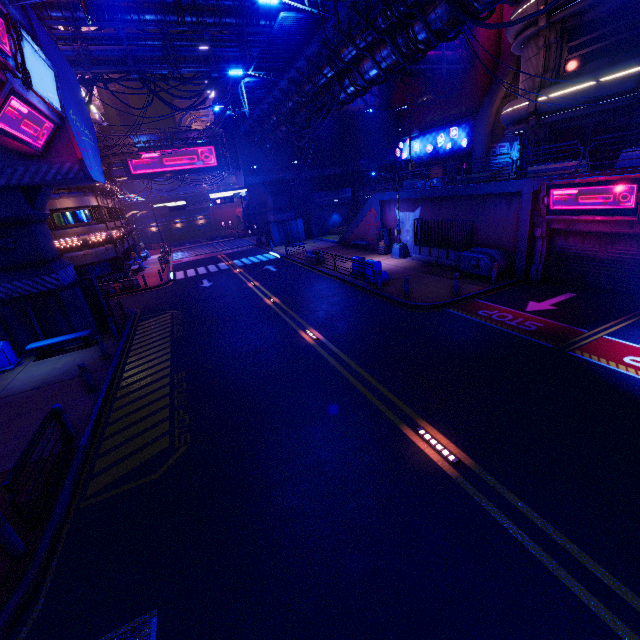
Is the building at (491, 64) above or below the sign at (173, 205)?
above

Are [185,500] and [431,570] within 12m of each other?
yes

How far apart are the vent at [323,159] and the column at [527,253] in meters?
27.8 m

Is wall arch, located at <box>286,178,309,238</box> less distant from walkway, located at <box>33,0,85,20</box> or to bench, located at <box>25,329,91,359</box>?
walkway, located at <box>33,0,85,20</box>

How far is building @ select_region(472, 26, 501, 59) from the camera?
28.4 meters

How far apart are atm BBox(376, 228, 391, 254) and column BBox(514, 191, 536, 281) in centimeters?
1056cm

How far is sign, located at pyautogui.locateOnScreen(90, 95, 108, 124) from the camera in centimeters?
3534cm

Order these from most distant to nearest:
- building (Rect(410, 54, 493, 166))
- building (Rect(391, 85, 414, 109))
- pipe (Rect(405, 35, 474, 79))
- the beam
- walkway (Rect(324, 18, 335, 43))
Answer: building (Rect(391, 85, 414, 109)) < building (Rect(410, 54, 493, 166)) < pipe (Rect(405, 35, 474, 79)) < the beam < walkway (Rect(324, 18, 335, 43))
